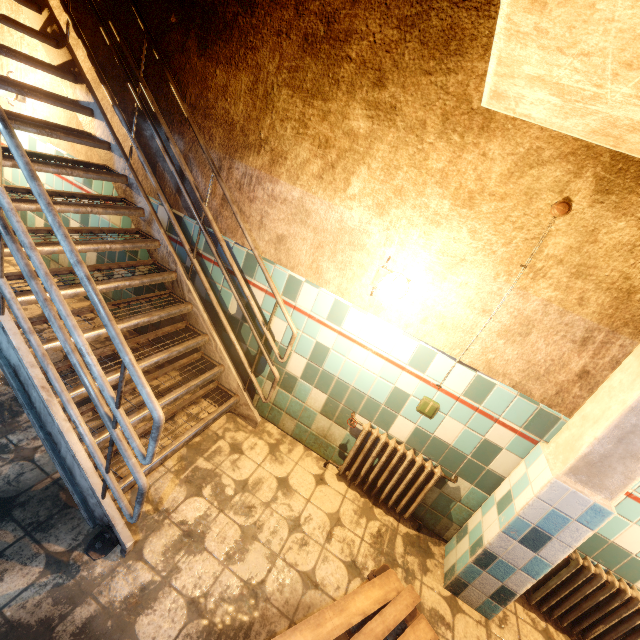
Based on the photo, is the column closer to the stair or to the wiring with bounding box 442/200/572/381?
the wiring with bounding box 442/200/572/381

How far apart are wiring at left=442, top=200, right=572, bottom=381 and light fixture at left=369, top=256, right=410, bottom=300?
0.6 meters

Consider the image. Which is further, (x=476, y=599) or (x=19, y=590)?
(x=476, y=599)

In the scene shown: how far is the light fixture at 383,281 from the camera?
2.18m

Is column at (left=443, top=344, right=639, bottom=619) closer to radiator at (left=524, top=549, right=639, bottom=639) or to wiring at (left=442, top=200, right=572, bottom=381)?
radiator at (left=524, top=549, right=639, bottom=639)

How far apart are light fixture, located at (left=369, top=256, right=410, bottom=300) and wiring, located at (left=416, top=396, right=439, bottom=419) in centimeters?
82cm

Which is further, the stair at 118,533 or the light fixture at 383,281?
the light fixture at 383,281

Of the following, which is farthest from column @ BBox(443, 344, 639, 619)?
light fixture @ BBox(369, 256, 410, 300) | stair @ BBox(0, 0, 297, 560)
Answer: stair @ BBox(0, 0, 297, 560)
